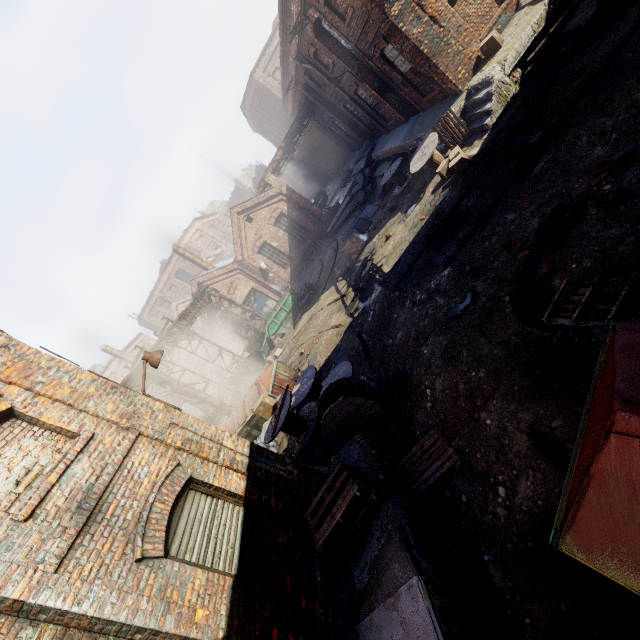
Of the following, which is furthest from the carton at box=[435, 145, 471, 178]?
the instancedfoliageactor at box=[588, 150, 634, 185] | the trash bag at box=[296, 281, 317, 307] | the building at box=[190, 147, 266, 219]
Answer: the building at box=[190, 147, 266, 219]

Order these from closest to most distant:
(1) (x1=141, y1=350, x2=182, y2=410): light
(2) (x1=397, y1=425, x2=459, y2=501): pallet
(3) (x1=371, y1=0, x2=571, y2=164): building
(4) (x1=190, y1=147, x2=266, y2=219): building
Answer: (2) (x1=397, y1=425, x2=459, y2=501): pallet, (1) (x1=141, y1=350, x2=182, y2=410): light, (3) (x1=371, y1=0, x2=571, y2=164): building, (4) (x1=190, y1=147, x2=266, y2=219): building

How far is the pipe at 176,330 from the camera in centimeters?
1490cm

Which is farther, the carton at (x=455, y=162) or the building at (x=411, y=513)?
the carton at (x=455, y=162)

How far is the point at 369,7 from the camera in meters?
10.4 m

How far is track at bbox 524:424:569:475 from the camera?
4.2 meters

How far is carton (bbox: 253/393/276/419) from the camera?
9.1m

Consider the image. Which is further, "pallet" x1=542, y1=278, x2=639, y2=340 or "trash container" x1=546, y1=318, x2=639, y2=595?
"pallet" x1=542, y1=278, x2=639, y2=340
